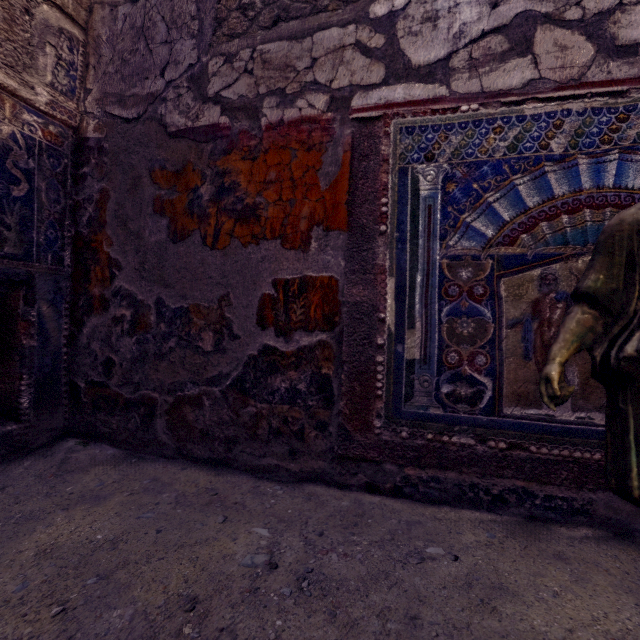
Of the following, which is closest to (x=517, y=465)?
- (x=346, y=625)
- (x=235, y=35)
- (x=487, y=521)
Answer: (x=487, y=521)
